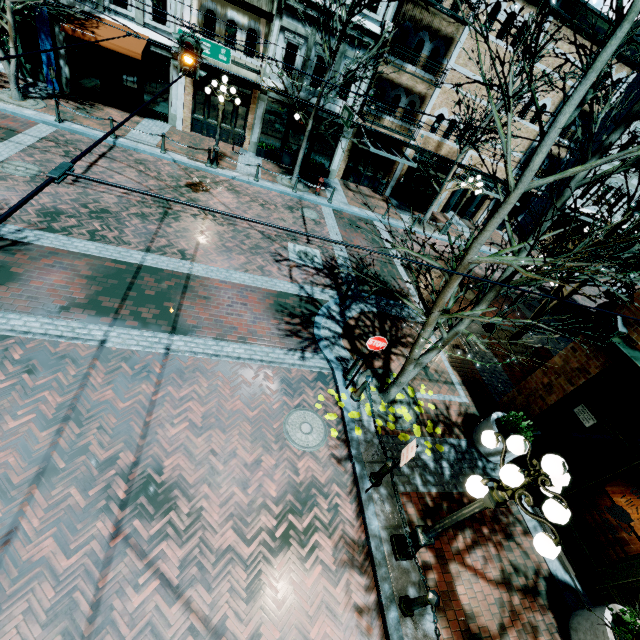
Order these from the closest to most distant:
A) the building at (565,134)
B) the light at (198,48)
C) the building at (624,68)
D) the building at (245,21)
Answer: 1. the light at (198,48)
2. the building at (245,21)
3. the building at (624,68)
4. the building at (565,134)

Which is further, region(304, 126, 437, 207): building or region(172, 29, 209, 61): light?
region(304, 126, 437, 207): building

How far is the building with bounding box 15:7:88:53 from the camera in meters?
14.1 m

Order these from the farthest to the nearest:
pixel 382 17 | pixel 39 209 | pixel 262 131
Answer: pixel 262 131 → pixel 382 17 → pixel 39 209

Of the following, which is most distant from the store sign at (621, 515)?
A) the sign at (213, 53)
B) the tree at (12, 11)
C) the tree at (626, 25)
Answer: the tree at (12, 11)

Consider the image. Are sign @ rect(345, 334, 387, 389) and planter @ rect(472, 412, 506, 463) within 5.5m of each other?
yes

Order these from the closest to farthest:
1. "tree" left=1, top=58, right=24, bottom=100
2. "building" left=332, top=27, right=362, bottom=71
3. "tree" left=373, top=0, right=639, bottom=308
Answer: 1. "tree" left=373, top=0, right=639, bottom=308
2. "tree" left=1, top=58, right=24, bottom=100
3. "building" left=332, top=27, right=362, bottom=71
